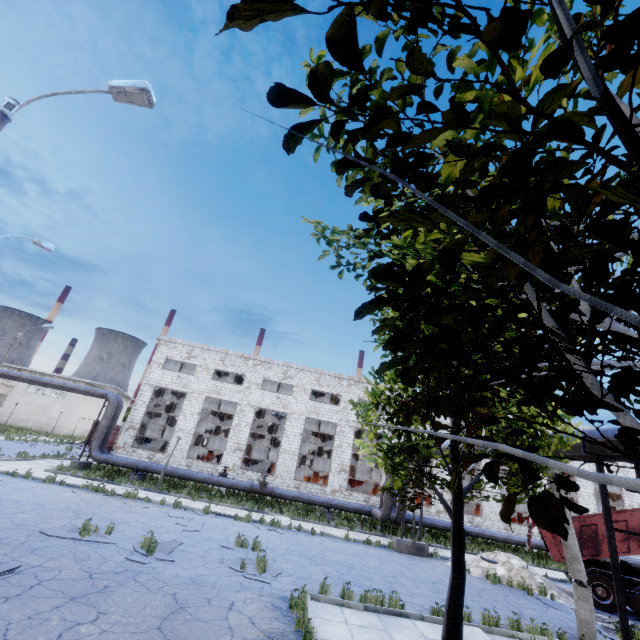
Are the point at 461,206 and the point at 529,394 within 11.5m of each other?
yes

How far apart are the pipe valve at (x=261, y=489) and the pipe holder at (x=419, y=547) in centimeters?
839cm

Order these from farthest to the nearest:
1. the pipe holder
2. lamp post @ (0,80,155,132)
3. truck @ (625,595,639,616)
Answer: the pipe holder
truck @ (625,595,639,616)
lamp post @ (0,80,155,132)

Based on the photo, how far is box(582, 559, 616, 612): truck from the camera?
13.3 meters

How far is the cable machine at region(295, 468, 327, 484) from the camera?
29.20m

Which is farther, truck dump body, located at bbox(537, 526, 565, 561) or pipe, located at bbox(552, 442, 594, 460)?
truck dump body, located at bbox(537, 526, 565, 561)

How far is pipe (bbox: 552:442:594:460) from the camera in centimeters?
796cm

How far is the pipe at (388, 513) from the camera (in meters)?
20.14
